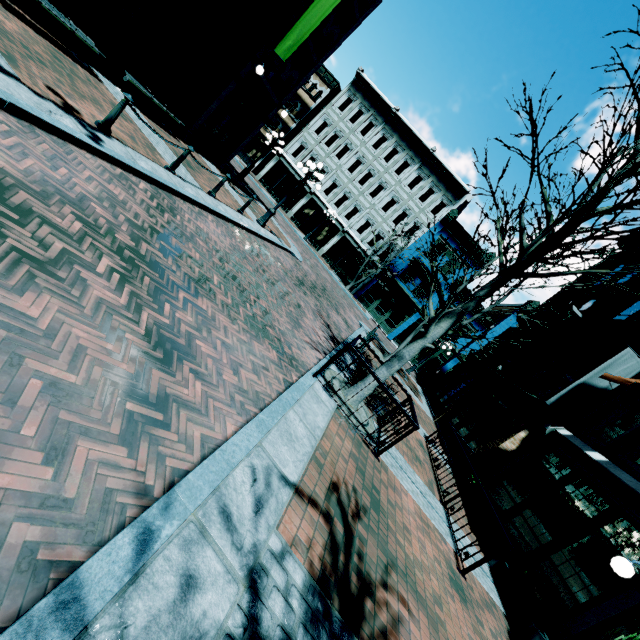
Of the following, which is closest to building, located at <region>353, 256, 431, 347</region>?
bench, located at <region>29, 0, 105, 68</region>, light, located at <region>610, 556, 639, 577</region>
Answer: light, located at <region>610, 556, 639, 577</region>

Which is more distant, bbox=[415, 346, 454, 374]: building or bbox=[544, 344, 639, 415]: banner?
bbox=[415, 346, 454, 374]: building

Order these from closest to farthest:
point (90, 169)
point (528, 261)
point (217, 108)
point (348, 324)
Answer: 1. point (90, 169)
2. point (528, 261)
3. point (217, 108)
4. point (348, 324)

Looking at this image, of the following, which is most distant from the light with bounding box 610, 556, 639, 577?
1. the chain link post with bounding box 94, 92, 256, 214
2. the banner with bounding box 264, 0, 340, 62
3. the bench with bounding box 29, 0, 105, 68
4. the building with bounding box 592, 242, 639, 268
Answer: the banner with bounding box 264, 0, 340, 62

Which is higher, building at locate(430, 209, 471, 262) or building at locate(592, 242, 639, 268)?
building at locate(592, 242, 639, 268)

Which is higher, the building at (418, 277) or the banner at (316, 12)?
the banner at (316, 12)

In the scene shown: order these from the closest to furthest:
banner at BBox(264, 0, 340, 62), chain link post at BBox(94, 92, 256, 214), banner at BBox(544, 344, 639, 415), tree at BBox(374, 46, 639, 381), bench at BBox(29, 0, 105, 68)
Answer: tree at BBox(374, 46, 639, 381) < chain link post at BBox(94, 92, 256, 214) < bench at BBox(29, 0, 105, 68) < banner at BBox(544, 344, 639, 415) < banner at BBox(264, 0, 340, 62)

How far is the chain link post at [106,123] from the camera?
6.2m
